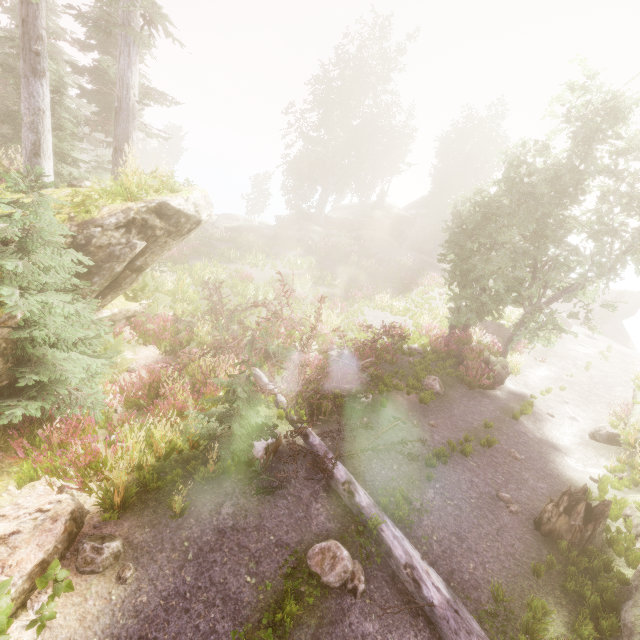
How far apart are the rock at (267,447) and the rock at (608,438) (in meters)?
11.94

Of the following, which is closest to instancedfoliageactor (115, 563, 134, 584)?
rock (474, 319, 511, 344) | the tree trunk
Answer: the tree trunk

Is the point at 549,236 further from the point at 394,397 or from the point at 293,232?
the point at 293,232

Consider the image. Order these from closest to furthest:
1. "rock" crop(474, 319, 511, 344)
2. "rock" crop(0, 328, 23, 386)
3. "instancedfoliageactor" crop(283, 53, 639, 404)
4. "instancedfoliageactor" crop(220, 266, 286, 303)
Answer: "rock" crop(0, 328, 23, 386) → "instancedfoliageactor" crop(283, 53, 639, 404) → "instancedfoliageactor" crop(220, 266, 286, 303) → "rock" crop(474, 319, 511, 344)

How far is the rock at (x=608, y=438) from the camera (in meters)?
11.45

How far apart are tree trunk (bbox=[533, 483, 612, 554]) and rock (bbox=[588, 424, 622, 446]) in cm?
551

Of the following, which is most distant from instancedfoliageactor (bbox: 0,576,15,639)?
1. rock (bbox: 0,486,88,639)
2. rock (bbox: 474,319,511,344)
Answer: rock (bbox: 474,319,511,344)

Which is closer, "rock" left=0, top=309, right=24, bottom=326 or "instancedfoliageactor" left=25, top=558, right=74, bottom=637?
"instancedfoliageactor" left=25, top=558, right=74, bottom=637
